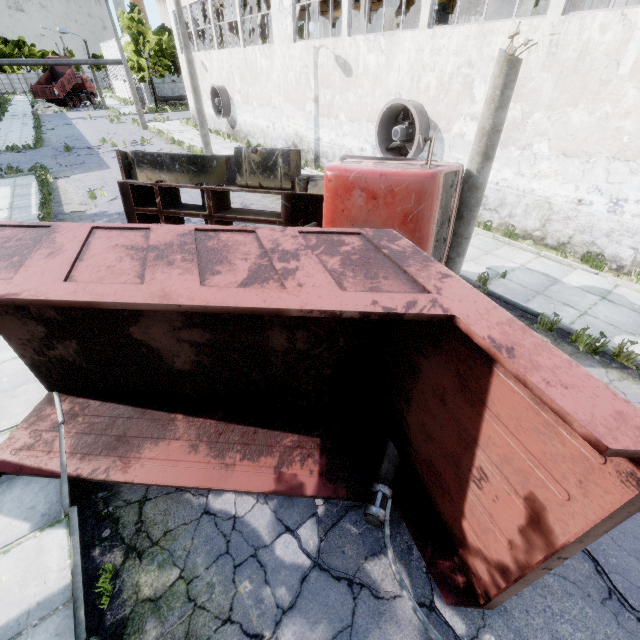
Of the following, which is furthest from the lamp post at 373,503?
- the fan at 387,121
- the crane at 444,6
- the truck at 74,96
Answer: the truck at 74,96

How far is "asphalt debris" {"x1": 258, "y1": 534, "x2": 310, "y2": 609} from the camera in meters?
3.5

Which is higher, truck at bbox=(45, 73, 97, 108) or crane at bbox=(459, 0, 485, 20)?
crane at bbox=(459, 0, 485, 20)

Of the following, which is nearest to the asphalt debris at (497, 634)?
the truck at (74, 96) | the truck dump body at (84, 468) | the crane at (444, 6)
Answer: the truck dump body at (84, 468)

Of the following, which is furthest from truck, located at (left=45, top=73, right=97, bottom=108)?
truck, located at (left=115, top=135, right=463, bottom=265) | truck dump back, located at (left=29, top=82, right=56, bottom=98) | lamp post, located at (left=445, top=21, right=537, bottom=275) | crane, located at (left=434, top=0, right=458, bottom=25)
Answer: lamp post, located at (left=445, top=21, right=537, bottom=275)

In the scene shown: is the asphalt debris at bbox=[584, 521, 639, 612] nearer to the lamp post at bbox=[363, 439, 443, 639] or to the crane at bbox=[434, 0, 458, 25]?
the lamp post at bbox=[363, 439, 443, 639]

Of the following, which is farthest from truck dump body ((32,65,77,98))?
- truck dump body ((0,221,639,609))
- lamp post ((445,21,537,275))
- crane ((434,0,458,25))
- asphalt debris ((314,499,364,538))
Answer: asphalt debris ((314,499,364,538))

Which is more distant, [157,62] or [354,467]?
[157,62]
